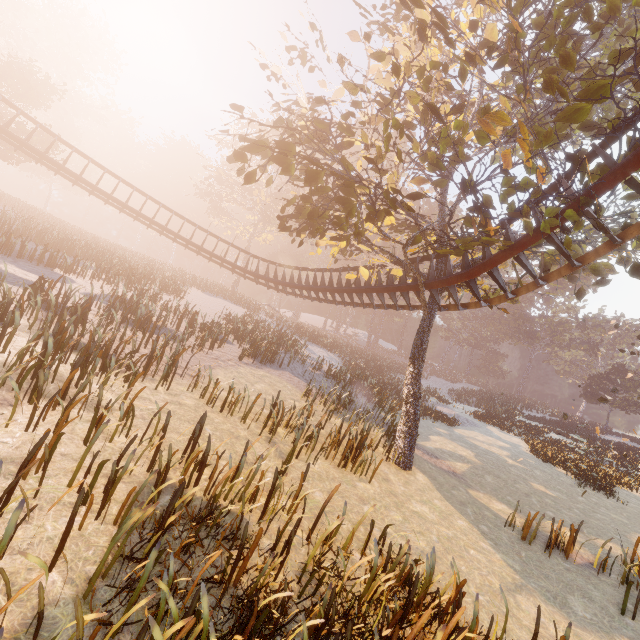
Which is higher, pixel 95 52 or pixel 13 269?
pixel 95 52

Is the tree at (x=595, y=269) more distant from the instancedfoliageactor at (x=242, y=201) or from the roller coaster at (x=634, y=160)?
the instancedfoliageactor at (x=242, y=201)

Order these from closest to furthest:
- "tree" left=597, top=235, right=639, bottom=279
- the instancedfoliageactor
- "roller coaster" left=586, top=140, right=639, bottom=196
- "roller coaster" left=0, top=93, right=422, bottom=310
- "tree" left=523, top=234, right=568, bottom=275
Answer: "roller coaster" left=586, top=140, right=639, bottom=196 < "tree" left=597, top=235, right=639, bottom=279 < "tree" left=523, top=234, right=568, bottom=275 < "roller coaster" left=0, top=93, right=422, bottom=310 < the instancedfoliageactor

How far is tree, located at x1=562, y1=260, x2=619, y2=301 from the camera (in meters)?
9.94

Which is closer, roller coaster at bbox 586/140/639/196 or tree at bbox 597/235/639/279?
roller coaster at bbox 586/140/639/196
